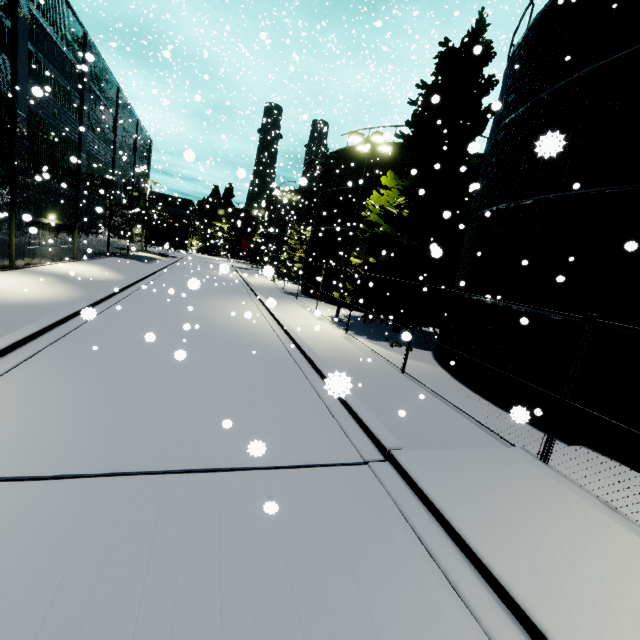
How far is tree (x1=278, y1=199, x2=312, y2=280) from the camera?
38.3m

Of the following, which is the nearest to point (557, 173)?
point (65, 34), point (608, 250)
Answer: point (608, 250)

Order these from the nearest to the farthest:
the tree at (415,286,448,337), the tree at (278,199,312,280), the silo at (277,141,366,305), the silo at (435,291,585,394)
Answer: the silo at (435,291,585,394) → the tree at (415,286,448,337) → the silo at (277,141,366,305) → the tree at (278,199,312,280)

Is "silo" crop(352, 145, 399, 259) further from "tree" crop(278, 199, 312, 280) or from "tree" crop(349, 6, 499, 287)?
"tree" crop(278, 199, 312, 280)

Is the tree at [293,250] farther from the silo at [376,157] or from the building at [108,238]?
the building at [108,238]

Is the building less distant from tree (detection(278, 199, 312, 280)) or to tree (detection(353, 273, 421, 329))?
tree (detection(353, 273, 421, 329))

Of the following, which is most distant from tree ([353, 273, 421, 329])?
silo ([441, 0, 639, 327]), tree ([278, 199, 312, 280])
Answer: tree ([278, 199, 312, 280])

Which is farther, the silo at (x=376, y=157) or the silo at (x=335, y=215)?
the silo at (x=335, y=215)
